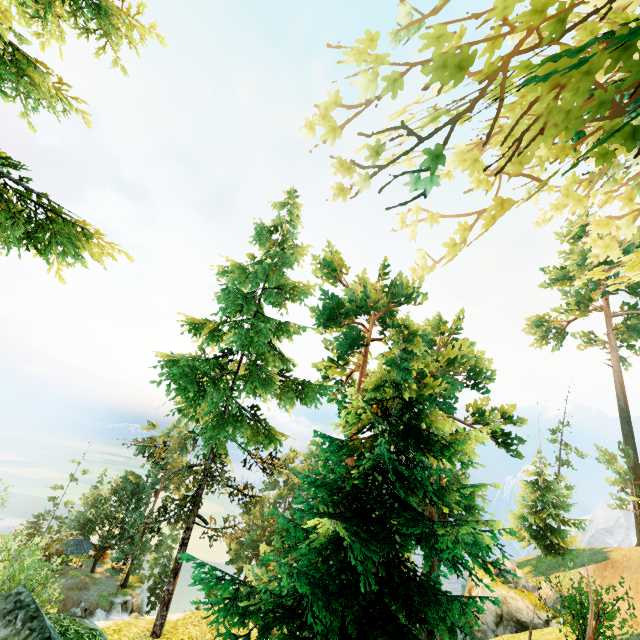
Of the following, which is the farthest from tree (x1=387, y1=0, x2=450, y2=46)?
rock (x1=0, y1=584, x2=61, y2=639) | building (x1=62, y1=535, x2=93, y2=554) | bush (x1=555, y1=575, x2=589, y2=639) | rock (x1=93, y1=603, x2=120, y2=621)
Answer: bush (x1=555, y1=575, x2=589, y2=639)

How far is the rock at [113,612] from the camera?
43.91m

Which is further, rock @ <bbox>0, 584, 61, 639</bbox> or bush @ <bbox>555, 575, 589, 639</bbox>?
bush @ <bbox>555, 575, 589, 639</bbox>

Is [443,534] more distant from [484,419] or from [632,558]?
[632,558]

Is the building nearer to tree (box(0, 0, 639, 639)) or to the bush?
tree (box(0, 0, 639, 639))

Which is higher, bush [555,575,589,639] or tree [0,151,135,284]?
tree [0,151,135,284]

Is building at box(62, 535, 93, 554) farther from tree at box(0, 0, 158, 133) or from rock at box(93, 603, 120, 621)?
rock at box(93, 603, 120, 621)

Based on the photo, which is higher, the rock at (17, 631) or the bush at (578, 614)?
the bush at (578, 614)
